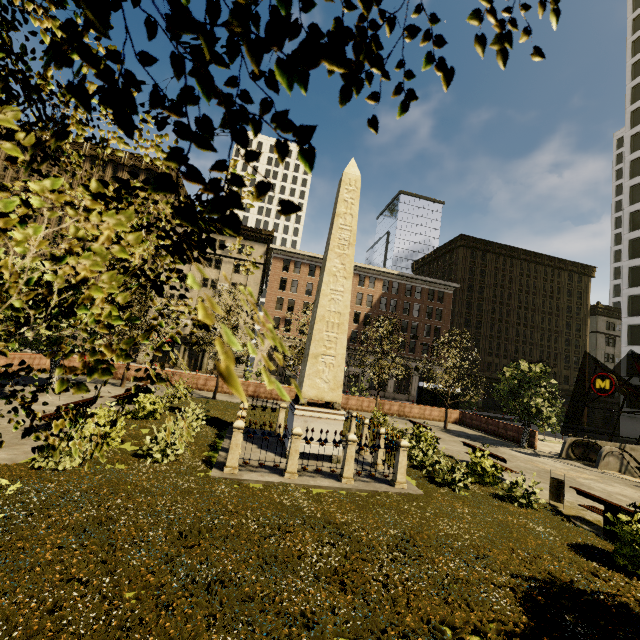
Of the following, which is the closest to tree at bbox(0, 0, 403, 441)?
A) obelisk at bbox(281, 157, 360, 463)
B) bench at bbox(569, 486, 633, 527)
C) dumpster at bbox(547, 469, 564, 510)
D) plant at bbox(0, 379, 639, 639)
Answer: plant at bbox(0, 379, 639, 639)

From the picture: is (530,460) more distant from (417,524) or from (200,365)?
(200,365)

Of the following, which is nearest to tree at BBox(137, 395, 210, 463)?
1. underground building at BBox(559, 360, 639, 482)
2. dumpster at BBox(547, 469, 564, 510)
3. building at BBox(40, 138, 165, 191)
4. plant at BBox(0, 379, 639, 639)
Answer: plant at BBox(0, 379, 639, 639)

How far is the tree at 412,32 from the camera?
0.6m

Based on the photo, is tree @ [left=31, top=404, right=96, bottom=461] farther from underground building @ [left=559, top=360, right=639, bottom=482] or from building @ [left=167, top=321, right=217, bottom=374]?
building @ [left=167, top=321, right=217, bottom=374]

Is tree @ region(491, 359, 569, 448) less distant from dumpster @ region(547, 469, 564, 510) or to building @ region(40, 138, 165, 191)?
building @ region(40, 138, 165, 191)

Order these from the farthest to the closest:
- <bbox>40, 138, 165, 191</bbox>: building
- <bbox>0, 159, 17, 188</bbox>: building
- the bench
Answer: <bbox>40, 138, 165, 191</bbox>: building < <bbox>0, 159, 17, 188</bbox>: building < the bench

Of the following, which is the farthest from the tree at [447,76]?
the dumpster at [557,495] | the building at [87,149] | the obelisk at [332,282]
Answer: the dumpster at [557,495]
